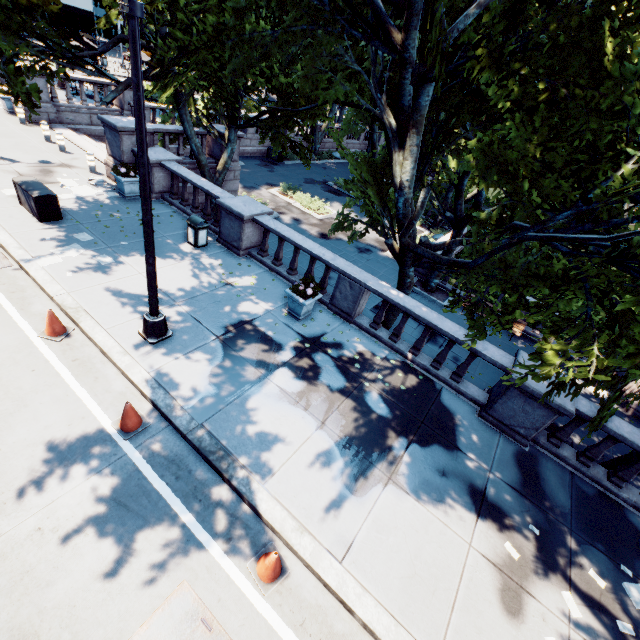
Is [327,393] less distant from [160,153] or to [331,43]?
[331,43]

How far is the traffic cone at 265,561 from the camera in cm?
469

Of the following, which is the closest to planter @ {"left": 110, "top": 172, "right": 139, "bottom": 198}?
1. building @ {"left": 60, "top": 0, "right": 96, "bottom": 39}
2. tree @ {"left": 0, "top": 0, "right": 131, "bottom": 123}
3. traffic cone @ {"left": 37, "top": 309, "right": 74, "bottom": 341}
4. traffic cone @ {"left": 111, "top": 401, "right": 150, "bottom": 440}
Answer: tree @ {"left": 0, "top": 0, "right": 131, "bottom": 123}

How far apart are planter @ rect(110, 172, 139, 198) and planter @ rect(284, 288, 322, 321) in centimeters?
856cm

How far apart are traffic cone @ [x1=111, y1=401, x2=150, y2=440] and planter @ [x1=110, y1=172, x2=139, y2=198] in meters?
10.2 m

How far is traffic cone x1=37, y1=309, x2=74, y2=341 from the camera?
7.05m

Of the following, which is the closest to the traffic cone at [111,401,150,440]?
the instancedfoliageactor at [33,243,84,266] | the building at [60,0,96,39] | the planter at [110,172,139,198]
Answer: the instancedfoliageactor at [33,243,84,266]

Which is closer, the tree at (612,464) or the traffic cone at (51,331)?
the traffic cone at (51,331)
